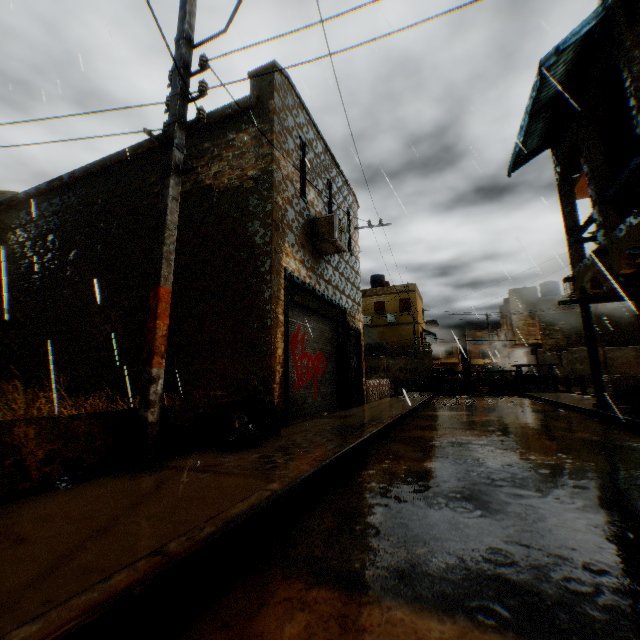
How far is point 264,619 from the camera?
1.5m

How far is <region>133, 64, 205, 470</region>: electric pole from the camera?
3.6 meters

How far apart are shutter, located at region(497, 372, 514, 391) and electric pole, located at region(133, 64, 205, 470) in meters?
13.1

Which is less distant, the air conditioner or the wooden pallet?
the air conditioner

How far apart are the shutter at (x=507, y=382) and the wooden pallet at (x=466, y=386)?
1.6 meters

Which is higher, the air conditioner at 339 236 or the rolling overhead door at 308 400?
the air conditioner at 339 236

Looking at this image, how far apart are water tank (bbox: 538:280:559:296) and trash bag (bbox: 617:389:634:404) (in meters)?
24.89

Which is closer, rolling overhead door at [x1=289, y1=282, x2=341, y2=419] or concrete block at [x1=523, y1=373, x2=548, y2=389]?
rolling overhead door at [x1=289, y1=282, x2=341, y2=419]
